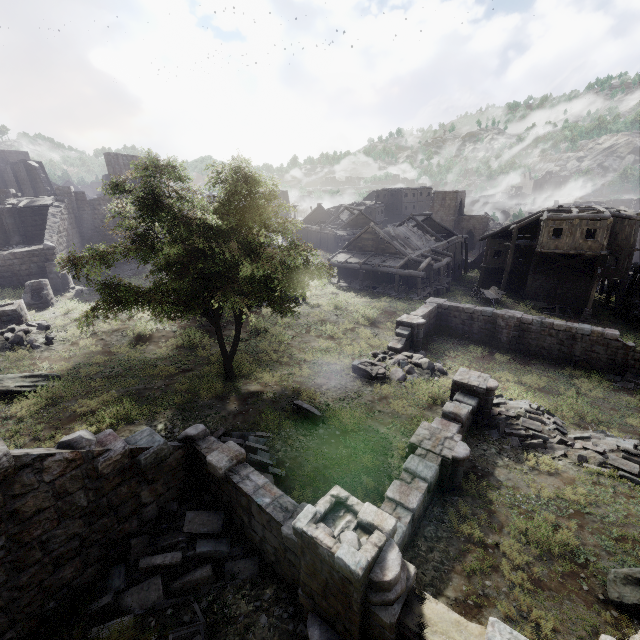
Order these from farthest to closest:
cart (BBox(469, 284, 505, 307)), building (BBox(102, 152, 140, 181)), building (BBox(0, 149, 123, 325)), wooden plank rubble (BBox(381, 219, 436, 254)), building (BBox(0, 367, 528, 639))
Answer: building (BBox(102, 152, 140, 181)) < wooden plank rubble (BBox(381, 219, 436, 254)) < cart (BBox(469, 284, 505, 307)) < building (BBox(0, 149, 123, 325)) < building (BBox(0, 367, 528, 639))

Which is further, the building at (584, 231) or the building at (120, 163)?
the building at (120, 163)

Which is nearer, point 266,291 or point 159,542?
point 159,542

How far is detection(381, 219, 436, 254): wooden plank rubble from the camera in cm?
3459

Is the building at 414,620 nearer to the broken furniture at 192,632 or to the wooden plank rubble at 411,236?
the broken furniture at 192,632

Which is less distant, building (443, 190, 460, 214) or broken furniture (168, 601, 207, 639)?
broken furniture (168, 601, 207, 639)

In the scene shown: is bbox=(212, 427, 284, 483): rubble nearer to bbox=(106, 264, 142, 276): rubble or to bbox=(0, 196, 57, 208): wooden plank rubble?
bbox=(106, 264, 142, 276): rubble

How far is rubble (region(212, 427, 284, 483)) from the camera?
10.1m
